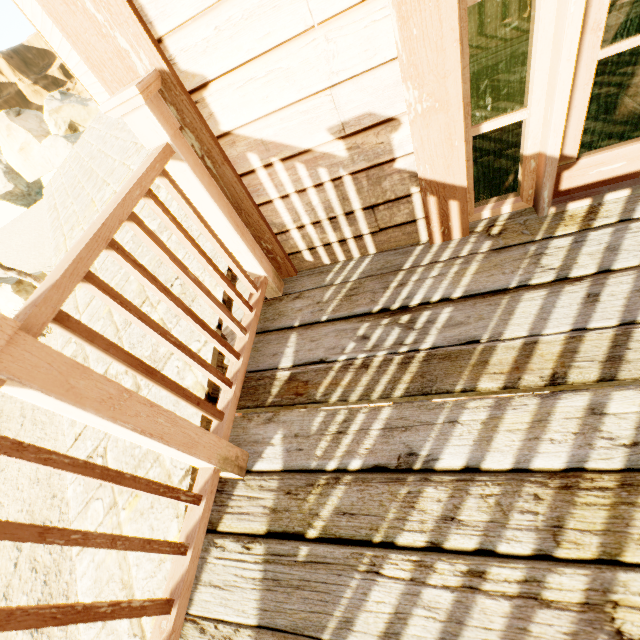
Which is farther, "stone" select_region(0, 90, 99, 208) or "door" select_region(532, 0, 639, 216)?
"stone" select_region(0, 90, 99, 208)

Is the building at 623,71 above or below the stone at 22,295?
above

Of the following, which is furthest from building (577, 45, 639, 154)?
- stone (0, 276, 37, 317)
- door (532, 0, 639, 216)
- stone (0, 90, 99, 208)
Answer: stone (0, 90, 99, 208)

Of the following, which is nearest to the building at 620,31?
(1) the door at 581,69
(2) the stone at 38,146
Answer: (1) the door at 581,69

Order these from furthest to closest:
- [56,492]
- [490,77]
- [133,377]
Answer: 1. [56,492]
2. [490,77]
3. [133,377]

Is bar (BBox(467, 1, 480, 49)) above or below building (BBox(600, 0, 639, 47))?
below

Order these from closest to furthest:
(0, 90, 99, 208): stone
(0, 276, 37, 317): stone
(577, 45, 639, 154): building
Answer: (577, 45, 639, 154): building, (0, 276, 37, 317): stone, (0, 90, 99, 208): stone

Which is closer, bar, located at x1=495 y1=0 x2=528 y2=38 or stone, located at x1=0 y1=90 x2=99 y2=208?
bar, located at x1=495 y1=0 x2=528 y2=38
